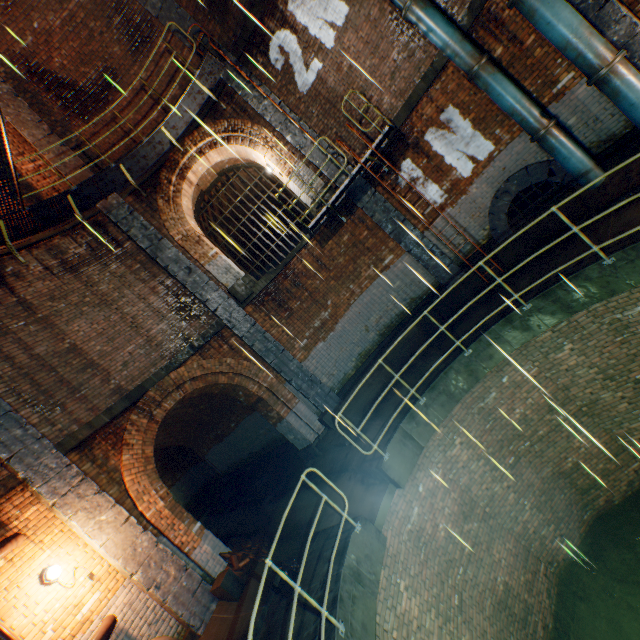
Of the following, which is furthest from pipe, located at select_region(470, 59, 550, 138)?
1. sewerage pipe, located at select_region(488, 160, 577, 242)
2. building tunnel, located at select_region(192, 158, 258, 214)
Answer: building tunnel, located at select_region(192, 158, 258, 214)

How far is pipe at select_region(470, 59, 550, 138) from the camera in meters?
6.9

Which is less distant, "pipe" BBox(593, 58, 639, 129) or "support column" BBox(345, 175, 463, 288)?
"pipe" BBox(593, 58, 639, 129)

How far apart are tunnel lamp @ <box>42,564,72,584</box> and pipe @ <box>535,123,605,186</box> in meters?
12.2

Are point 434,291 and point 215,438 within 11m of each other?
no

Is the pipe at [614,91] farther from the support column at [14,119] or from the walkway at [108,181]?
the support column at [14,119]

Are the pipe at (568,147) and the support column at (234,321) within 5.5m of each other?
no

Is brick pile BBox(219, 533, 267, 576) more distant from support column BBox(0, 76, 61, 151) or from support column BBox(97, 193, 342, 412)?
support column BBox(0, 76, 61, 151)
